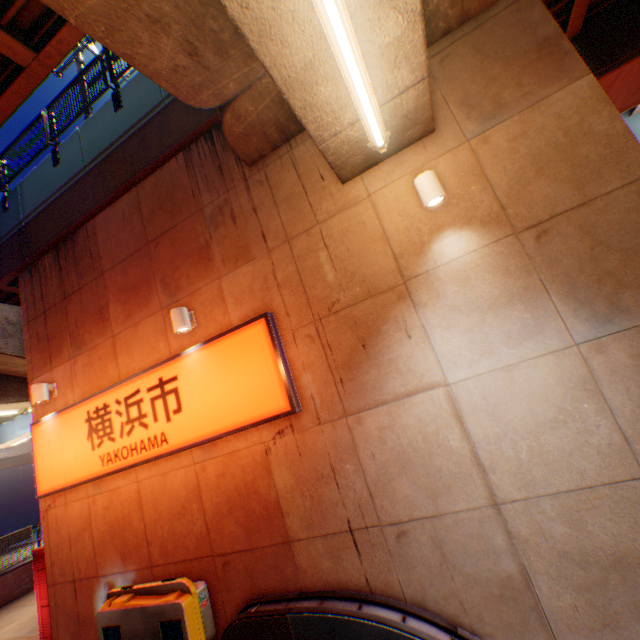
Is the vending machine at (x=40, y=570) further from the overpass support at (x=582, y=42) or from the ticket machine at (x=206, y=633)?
the overpass support at (x=582, y=42)

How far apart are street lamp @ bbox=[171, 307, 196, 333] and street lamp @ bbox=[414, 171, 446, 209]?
4.31m

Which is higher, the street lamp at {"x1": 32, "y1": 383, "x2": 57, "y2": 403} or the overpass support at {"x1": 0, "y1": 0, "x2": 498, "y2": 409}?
the overpass support at {"x1": 0, "y1": 0, "x2": 498, "y2": 409}

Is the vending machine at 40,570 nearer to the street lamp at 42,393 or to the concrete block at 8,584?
the street lamp at 42,393

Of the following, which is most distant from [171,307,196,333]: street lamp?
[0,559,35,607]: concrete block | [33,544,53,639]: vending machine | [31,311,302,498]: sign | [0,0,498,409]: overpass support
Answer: [0,559,35,607]: concrete block

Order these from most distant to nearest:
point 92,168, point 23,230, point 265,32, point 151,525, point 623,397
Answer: point 23,230, point 92,168, point 151,525, point 623,397, point 265,32

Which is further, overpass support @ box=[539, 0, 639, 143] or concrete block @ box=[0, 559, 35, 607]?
concrete block @ box=[0, 559, 35, 607]

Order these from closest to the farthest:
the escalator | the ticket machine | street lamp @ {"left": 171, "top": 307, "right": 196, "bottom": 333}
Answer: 1. the escalator
2. the ticket machine
3. street lamp @ {"left": 171, "top": 307, "right": 196, "bottom": 333}
